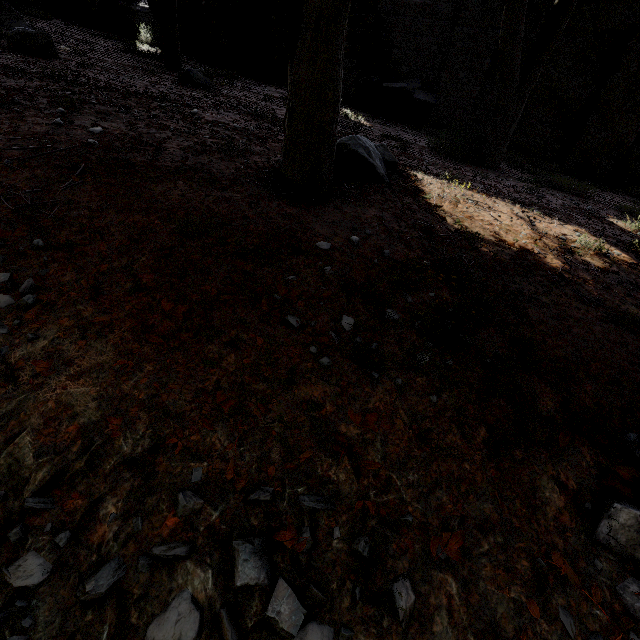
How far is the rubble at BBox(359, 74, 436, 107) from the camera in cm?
1114

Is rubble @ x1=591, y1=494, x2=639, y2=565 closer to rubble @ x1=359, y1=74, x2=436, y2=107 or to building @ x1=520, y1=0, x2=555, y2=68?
building @ x1=520, y1=0, x2=555, y2=68

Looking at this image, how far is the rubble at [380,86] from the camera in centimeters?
1114cm

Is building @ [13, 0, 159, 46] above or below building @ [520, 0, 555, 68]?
below

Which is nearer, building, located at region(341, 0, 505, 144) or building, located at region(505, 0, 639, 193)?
building, located at region(505, 0, 639, 193)

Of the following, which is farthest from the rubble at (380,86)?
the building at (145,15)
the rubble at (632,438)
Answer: the rubble at (632,438)

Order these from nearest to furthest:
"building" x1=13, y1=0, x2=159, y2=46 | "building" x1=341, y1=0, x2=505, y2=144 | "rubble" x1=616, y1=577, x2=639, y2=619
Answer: "rubble" x1=616, y1=577, x2=639, y2=619
"building" x1=341, y1=0, x2=505, y2=144
"building" x1=13, y1=0, x2=159, y2=46

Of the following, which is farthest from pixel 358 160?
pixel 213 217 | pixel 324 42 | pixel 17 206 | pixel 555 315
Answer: pixel 17 206
